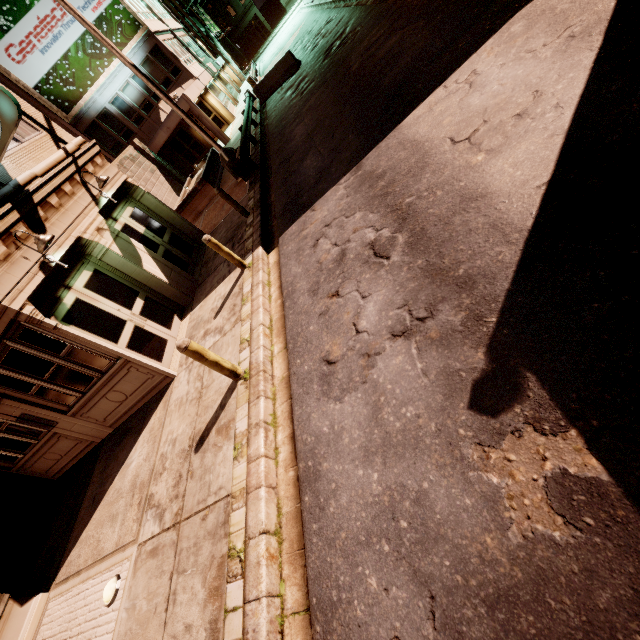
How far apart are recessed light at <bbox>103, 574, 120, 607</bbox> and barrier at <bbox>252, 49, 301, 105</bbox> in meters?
23.3

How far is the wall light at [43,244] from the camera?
6.6 meters

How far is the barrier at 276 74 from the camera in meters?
18.8

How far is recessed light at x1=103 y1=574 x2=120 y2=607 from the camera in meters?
5.0 m

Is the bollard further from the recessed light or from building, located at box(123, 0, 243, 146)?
the recessed light

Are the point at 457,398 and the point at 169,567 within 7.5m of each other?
yes

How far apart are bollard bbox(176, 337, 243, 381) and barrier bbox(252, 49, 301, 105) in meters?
20.2 m

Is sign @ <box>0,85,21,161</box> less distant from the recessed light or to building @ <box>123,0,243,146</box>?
building @ <box>123,0,243,146</box>
